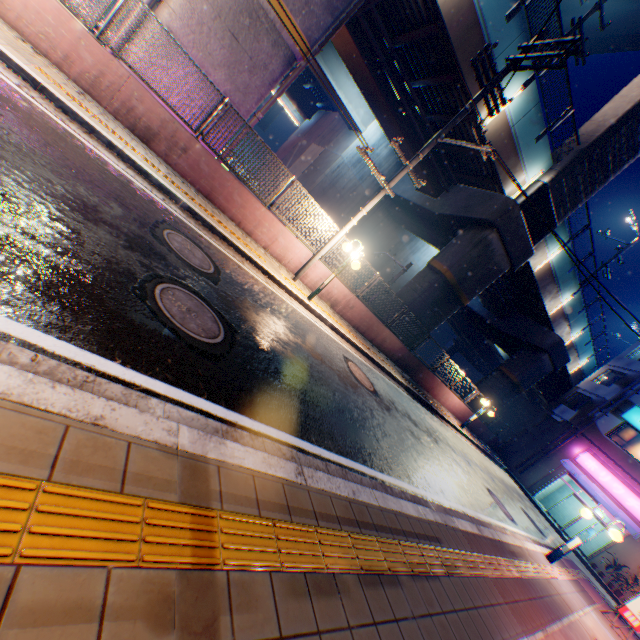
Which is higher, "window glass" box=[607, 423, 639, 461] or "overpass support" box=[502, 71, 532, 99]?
"overpass support" box=[502, 71, 532, 99]

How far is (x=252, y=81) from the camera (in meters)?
9.27

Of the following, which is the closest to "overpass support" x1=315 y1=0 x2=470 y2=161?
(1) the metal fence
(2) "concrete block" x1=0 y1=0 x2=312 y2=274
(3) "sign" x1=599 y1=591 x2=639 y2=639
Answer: (1) the metal fence

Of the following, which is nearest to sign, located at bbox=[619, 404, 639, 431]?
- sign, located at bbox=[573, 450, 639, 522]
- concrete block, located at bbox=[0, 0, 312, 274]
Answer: sign, located at bbox=[573, 450, 639, 522]

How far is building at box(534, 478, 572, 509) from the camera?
24.9 meters

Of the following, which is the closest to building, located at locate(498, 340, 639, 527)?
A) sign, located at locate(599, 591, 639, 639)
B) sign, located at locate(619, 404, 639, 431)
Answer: sign, located at locate(619, 404, 639, 431)

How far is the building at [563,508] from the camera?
24.3m

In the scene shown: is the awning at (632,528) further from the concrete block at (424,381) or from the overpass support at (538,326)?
the overpass support at (538,326)
